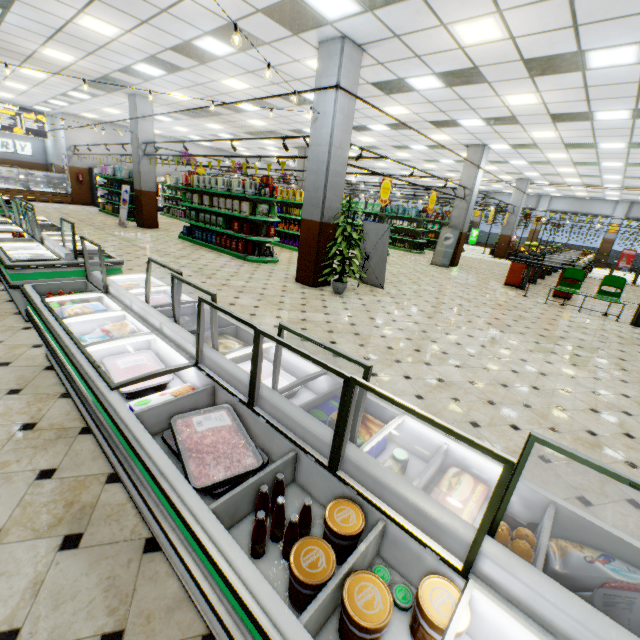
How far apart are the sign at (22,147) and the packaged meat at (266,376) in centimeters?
2910cm

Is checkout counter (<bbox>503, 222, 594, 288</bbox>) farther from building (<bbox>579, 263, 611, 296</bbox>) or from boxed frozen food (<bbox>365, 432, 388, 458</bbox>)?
boxed frozen food (<bbox>365, 432, 388, 458</bbox>)

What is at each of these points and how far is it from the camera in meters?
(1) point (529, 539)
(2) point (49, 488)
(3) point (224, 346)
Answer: (1) meat chub, 1.2
(2) building, 2.1
(3) boxed food, 2.6

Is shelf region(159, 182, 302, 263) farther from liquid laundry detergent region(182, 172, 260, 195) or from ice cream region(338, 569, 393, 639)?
ice cream region(338, 569, 393, 639)

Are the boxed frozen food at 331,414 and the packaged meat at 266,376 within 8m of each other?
yes

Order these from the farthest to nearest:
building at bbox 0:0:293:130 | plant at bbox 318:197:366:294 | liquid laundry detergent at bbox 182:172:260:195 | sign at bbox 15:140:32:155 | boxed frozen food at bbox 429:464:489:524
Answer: sign at bbox 15:140:32:155, liquid laundry detergent at bbox 182:172:260:195, plant at bbox 318:197:366:294, building at bbox 0:0:293:130, boxed frozen food at bbox 429:464:489:524

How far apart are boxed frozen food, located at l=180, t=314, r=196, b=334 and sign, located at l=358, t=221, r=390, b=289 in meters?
5.6

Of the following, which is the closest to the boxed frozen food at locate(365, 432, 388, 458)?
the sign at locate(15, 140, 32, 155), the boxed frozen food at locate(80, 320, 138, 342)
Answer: the boxed frozen food at locate(80, 320, 138, 342)
